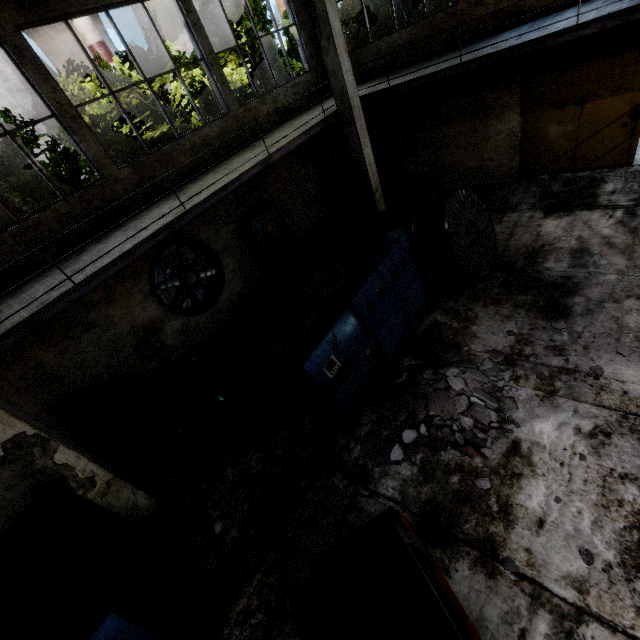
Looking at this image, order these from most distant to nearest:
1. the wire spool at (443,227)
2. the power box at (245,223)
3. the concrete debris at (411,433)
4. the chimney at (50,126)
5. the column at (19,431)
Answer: the chimney at (50,126) → the power box at (245,223) → the wire spool at (443,227) → the concrete debris at (411,433) → the column at (19,431)

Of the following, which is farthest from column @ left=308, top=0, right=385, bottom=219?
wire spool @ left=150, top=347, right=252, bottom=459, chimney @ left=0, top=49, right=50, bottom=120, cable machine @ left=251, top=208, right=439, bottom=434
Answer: chimney @ left=0, top=49, right=50, bottom=120

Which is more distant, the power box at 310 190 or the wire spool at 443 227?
the power box at 310 190

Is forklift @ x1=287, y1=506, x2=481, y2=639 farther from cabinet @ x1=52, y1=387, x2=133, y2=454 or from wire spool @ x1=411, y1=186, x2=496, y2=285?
cabinet @ x1=52, y1=387, x2=133, y2=454

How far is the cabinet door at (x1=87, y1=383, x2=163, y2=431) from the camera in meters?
7.1 m

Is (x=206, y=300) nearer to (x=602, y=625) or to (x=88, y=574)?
(x=88, y=574)

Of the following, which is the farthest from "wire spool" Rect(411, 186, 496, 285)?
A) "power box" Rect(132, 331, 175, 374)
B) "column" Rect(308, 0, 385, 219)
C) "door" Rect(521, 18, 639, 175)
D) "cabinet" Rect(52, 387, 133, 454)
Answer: "cabinet" Rect(52, 387, 133, 454)

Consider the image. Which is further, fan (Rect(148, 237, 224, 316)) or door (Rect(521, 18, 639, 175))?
fan (Rect(148, 237, 224, 316))
